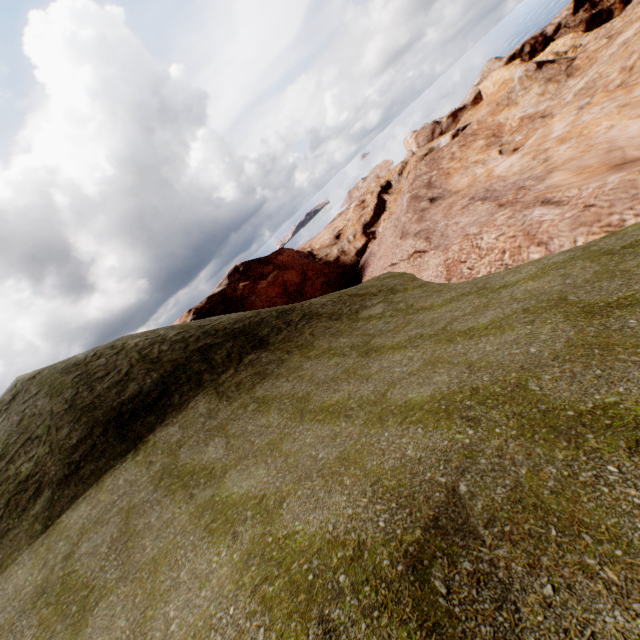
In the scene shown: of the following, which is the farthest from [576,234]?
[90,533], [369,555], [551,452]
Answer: [90,533]
